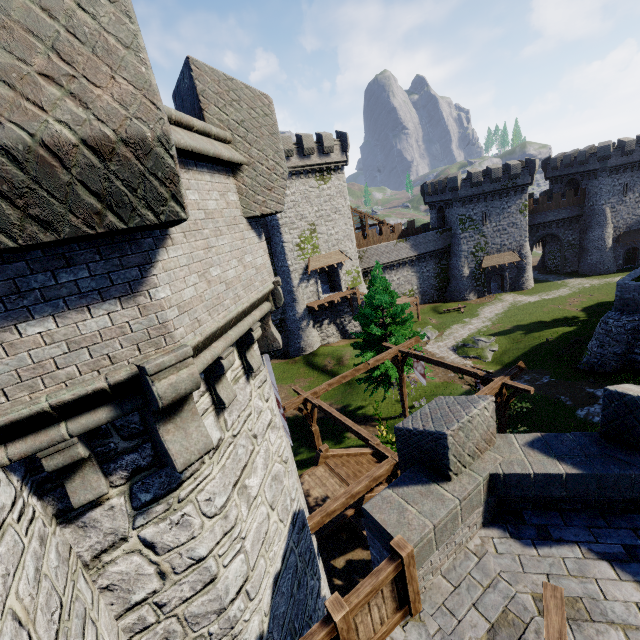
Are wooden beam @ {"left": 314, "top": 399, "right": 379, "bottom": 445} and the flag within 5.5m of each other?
no

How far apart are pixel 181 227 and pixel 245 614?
5.9 meters

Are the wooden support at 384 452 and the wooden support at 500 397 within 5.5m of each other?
yes

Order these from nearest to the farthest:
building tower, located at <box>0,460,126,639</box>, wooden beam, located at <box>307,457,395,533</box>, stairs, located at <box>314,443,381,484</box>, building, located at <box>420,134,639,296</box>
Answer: building tower, located at <box>0,460,126,639</box>, wooden beam, located at <box>307,457,395,533</box>, stairs, located at <box>314,443,381,484</box>, building, located at <box>420,134,639,296</box>

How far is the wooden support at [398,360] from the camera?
17.4m

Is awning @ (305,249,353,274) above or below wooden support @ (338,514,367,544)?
above

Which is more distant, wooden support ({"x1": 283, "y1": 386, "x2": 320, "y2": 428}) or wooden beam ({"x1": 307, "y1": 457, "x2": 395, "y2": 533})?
wooden support ({"x1": 283, "y1": 386, "x2": 320, "y2": 428})

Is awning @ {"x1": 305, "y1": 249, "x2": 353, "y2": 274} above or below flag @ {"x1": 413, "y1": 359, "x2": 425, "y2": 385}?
above
